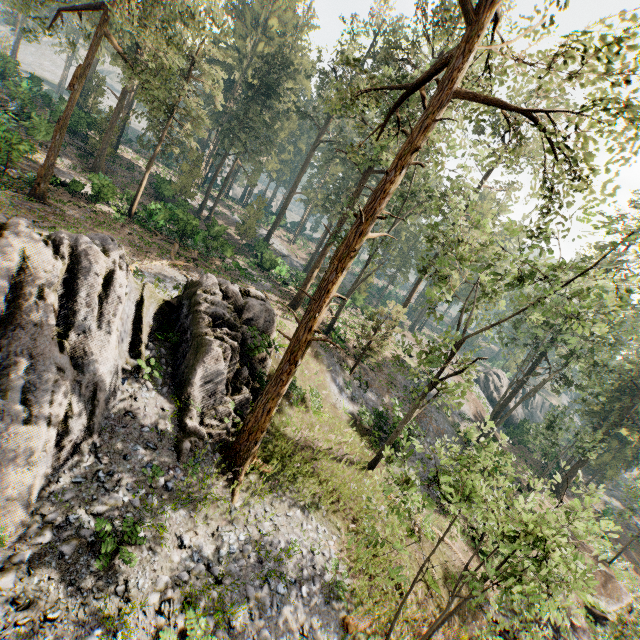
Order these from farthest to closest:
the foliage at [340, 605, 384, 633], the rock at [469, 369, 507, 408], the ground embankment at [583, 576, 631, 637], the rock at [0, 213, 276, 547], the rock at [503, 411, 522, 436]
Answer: the rock at [469, 369, 507, 408], the rock at [503, 411, 522, 436], the ground embankment at [583, 576, 631, 637], the foliage at [340, 605, 384, 633], the rock at [0, 213, 276, 547]

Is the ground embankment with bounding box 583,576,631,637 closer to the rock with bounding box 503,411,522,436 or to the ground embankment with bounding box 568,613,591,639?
the ground embankment with bounding box 568,613,591,639

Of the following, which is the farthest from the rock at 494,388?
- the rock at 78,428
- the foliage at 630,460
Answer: the rock at 78,428

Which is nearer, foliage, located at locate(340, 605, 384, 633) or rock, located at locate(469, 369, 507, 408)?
foliage, located at locate(340, 605, 384, 633)

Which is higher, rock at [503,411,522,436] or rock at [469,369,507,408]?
rock at [469,369,507,408]

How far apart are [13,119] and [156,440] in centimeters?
3836cm

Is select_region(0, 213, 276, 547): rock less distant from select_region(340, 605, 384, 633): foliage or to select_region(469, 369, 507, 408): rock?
select_region(340, 605, 384, 633): foliage

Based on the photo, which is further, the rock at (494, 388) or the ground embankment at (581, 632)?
the rock at (494, 388)
